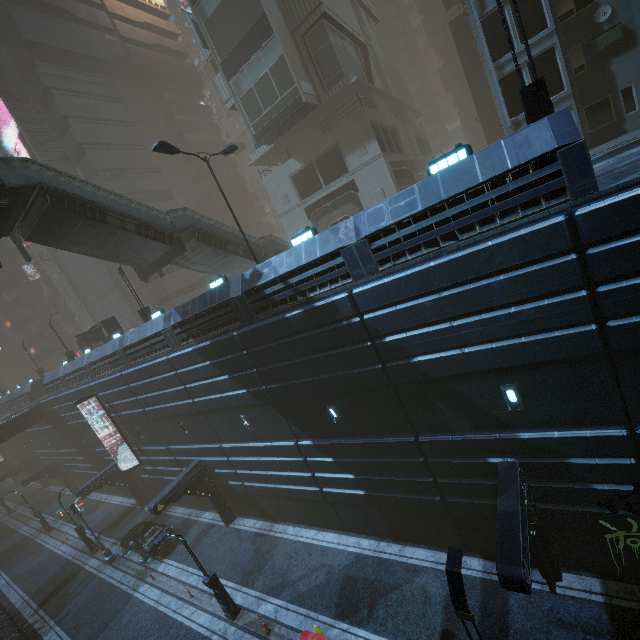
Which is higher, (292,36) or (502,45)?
(292,36)

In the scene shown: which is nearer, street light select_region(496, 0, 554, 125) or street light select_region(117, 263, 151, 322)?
street light select_region(496, 0, 554, 125)

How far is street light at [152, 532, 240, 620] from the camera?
14.06m

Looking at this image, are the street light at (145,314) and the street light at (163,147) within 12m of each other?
yes

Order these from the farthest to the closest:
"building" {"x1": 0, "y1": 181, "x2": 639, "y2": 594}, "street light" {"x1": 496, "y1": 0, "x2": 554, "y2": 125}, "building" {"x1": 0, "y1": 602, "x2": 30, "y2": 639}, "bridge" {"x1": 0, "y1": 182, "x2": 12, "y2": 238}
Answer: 1. "building" {"x1": 0, "y1": 602, "x2": 30, "y2": 639}
2. "bridge" {"x1": 0, "y1": 182, "x2": 12, "y2": 238}
3. "street light" {"x1": 496, "y1": 0, "x2": 554, "y2": 125}
4. "building" {"x1": 0, "y1": 181, "x2": 639, "y2": 594}

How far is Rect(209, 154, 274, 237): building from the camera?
51.6 meters

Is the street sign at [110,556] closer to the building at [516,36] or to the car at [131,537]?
the car at [131,537]

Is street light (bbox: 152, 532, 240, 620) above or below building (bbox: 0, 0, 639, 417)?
below
